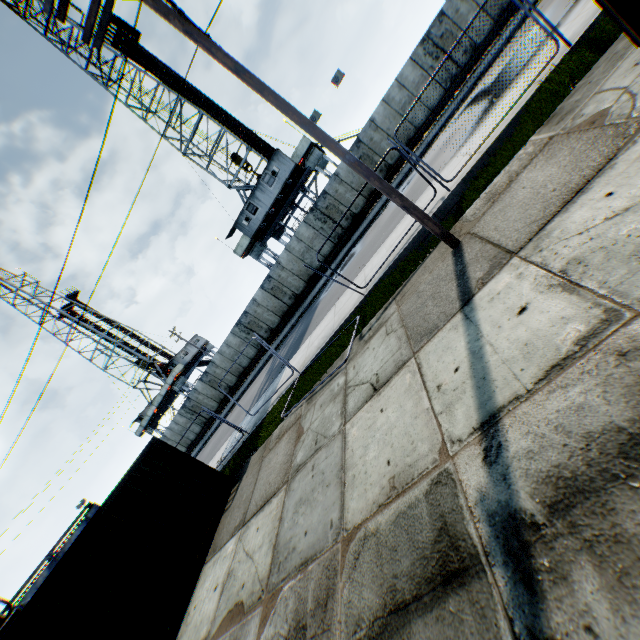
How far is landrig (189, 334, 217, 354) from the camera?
45.9 meters

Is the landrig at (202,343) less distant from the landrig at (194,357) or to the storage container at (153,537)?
the landrig at (194,357)

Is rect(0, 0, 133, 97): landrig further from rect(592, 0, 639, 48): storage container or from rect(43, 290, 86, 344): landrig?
rect(592, 0, 639, 48): storage container

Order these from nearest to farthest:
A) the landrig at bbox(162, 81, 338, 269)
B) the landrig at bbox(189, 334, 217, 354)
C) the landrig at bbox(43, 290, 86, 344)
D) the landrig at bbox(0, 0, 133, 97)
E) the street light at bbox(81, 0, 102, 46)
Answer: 1. the street light at bbox(81, 0, 102, 46)
2. the landrig at bbox(162, 81, 338, 269)
3. the landrig at bbox(0, 0, 133, 97)
4. the landrig at bbox(43, 290, 86, 344)
5. the landrig at bbox(189, 334, 217, 354)

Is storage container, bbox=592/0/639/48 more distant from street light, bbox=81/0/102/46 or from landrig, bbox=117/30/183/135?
landrig, bbox=117/30/183/135

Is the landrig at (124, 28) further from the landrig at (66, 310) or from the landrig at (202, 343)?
the landrig at (66, 310)

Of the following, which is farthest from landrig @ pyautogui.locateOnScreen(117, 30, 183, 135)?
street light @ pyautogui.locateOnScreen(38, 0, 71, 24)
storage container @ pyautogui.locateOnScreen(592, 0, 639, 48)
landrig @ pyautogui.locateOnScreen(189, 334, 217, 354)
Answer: storage container @ pyautogui.locateOnScreen(592, 0, 639, 48)

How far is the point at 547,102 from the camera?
6.8 meters
